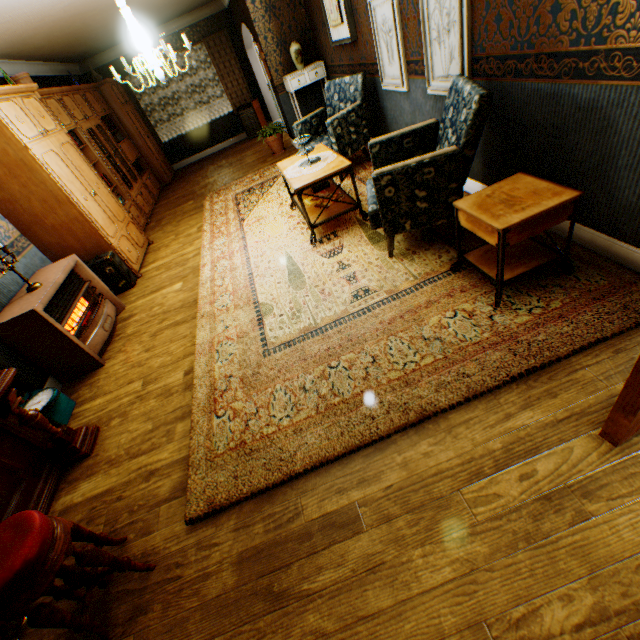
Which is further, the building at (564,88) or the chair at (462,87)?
the chair at (462,87)

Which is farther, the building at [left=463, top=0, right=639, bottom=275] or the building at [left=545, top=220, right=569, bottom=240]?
the building at [left=545, top=220, right=569, bottom=240]

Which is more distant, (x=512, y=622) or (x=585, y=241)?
(x=585, y=241)

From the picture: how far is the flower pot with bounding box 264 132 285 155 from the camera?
7.5m

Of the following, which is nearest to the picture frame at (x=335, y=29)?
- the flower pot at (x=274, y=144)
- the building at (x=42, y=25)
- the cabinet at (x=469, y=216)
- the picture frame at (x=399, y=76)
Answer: the building at (x=42, y=25)

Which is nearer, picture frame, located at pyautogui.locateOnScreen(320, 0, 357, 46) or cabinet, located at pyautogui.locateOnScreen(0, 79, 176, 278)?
cabinet, located at pyautogui.locateOnScreen(0, 79, 176, 278)

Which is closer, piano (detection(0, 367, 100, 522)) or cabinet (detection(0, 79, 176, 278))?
piano (detection(0, 367, 100, 522))

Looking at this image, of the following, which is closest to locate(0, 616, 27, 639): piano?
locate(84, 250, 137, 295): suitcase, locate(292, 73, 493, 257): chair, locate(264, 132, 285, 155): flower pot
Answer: locate(84, 250, 137, 295): suitcase
